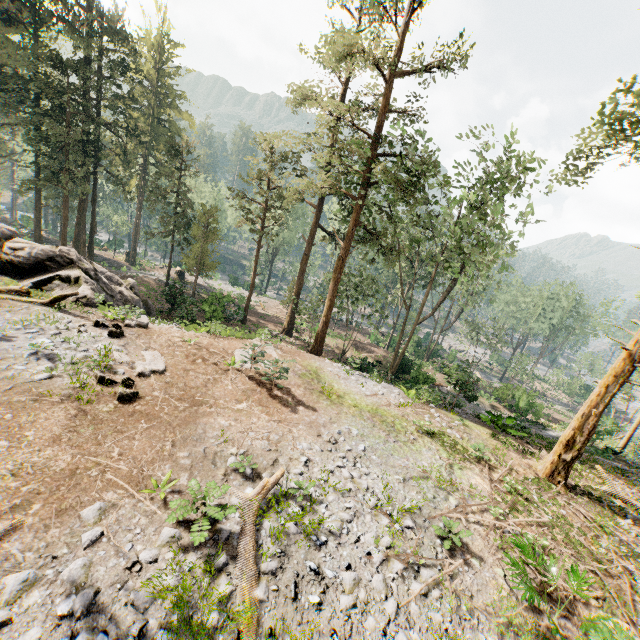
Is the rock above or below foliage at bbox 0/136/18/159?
below

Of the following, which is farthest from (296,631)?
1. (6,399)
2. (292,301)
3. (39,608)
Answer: (292,301)

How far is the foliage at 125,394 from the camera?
10.3m

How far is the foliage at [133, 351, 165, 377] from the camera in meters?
11.9 m

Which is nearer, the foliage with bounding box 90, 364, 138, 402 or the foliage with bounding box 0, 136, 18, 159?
the foliage with bounding box 90, 364, 138, 402

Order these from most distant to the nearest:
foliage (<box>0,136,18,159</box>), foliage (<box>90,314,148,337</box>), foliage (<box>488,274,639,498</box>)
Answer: foliage (<box>0,136,18,159</box>), foliage (<box>90,314,148,337</box>), foliage (<box>488,274,639,498</box>)
